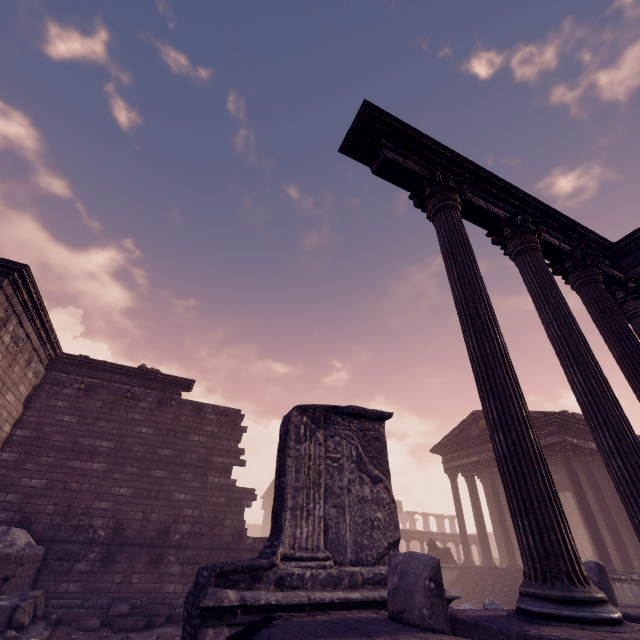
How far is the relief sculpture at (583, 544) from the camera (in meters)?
21.41

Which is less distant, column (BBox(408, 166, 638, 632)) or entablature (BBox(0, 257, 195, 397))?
column (BBox(408, 166, 638, 632))

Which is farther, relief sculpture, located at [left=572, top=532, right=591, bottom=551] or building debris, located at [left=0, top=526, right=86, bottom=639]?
relief sculpture, located at [left=572, top=532, right=591, bottom=551]

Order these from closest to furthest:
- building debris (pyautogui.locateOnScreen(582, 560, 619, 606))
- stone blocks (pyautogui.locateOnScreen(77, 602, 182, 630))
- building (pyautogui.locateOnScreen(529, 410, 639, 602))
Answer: building debris (pyautogui.locateOnScreen(582, 560, 619, 606)) → stone blocks (pyautogui.locateOnScreen(77, 602, 182, 630)) → building (pyautogui.locateOnScreen(529, 410, 639, 602))

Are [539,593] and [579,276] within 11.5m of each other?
yes

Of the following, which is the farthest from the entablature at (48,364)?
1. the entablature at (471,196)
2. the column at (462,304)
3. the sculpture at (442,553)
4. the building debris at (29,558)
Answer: the sculpture at (442,553)

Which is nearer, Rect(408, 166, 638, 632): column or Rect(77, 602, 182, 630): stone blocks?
Rect(408, 166, 638, 632): column

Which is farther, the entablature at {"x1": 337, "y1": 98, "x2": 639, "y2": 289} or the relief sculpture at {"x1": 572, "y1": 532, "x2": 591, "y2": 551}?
the relief sculpture at {"x1": 572, "y1": 532, "x2": 591, "y2": 551}
